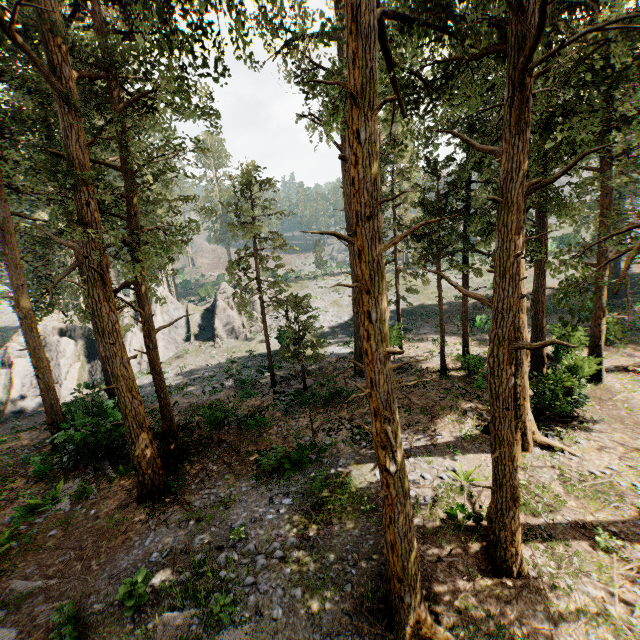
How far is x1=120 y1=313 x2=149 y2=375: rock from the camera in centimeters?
3269cm

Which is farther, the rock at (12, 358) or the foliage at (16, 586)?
the rock at (12, 358)

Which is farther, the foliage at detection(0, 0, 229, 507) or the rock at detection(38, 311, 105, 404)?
the rock at detection(38, 311, 105, 404)

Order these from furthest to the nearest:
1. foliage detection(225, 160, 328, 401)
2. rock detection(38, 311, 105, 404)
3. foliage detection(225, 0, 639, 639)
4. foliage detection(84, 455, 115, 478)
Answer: rock detection(38, 311, 105, 404), foliage detection(225, 160, 328, 401), foliage detection(84, 455, 115, 478), foliage detection(225, 0, 639, 639)

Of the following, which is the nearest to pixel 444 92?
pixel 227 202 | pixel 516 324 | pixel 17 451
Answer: pixel 516 324

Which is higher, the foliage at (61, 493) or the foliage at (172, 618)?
the foliage at (172, 618)

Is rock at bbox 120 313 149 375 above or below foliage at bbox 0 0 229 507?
below
